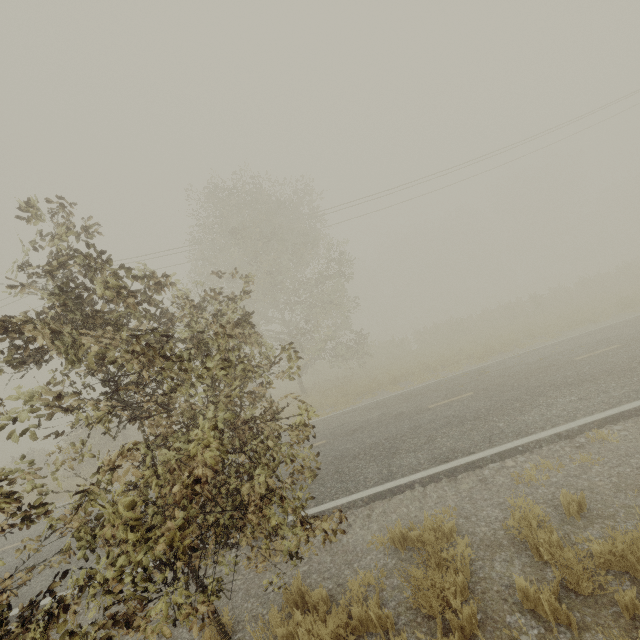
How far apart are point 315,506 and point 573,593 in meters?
4.4 m
